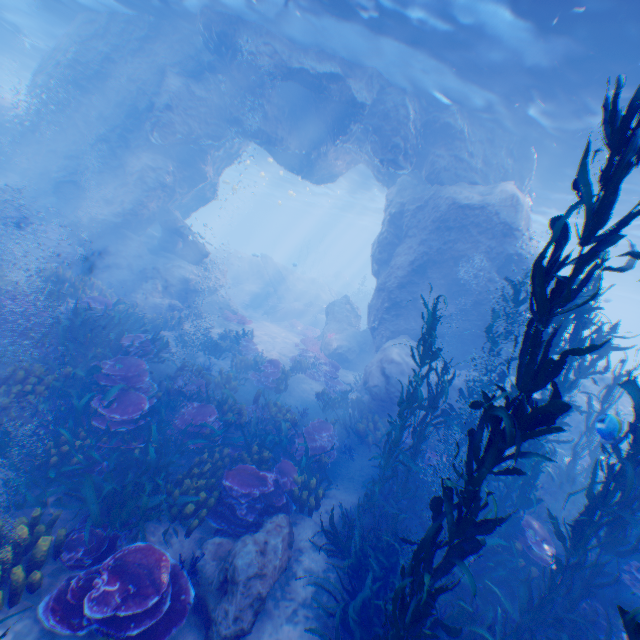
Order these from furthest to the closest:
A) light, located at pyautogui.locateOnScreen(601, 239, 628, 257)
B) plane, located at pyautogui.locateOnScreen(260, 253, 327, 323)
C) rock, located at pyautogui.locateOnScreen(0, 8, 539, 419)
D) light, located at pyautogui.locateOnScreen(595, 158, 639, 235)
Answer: plane, located at pyautogui.locateOnScreen(260, 253, 327, 323)
light, located at pyautogui.locateOnScreen(601, 239, 628, 257)
light, located at pyautogui.locateOnScreen(595, 158, 639, 235)
rock, located at pyautogui.locateOnScreen(0, 8, 539, 419)

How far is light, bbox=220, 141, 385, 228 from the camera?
29.17m

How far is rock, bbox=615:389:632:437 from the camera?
14.3 meters

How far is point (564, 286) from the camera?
3.20m

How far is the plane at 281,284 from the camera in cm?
2566

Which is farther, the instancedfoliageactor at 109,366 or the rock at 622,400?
the rock at 622,400

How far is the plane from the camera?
Result: 25.7 meters

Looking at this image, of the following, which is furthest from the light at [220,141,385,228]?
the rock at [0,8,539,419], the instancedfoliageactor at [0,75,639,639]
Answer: the instancedfoliageactor at [0,75,639,639]
